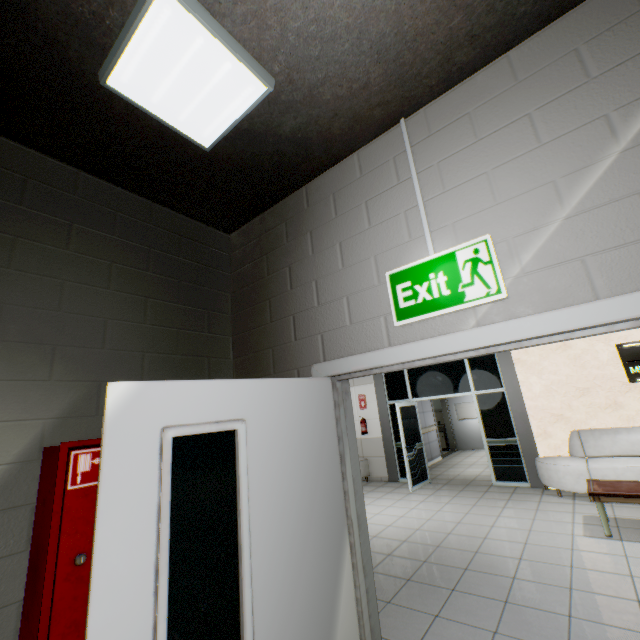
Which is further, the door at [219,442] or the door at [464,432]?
the door at [464,432]

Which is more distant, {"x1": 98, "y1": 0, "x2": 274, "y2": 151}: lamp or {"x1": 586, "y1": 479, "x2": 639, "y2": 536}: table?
{"x1": 586, "y1": 479, "x2": 639, "y2": 536}: table

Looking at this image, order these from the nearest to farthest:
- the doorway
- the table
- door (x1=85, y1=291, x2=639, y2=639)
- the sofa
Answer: door (x1=85, y1=291, x2=639, y2=639) < the table < the sofa < the doorway

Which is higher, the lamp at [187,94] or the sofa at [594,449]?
the lamp at [187,94]

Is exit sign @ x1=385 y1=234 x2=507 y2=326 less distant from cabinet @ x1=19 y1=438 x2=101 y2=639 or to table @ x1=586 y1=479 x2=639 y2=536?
cabinet @ x1=19 y1=438 x2=101 y2=639

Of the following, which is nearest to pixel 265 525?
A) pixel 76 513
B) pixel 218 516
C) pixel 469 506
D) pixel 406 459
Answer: pixel 218 516

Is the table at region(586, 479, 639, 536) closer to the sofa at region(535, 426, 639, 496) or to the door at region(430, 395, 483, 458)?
the sofa at region(535, 426, 639, 496)

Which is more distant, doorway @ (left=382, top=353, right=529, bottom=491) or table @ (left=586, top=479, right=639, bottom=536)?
doorway @ (left=382, top=353, right=529, bottom=491)
